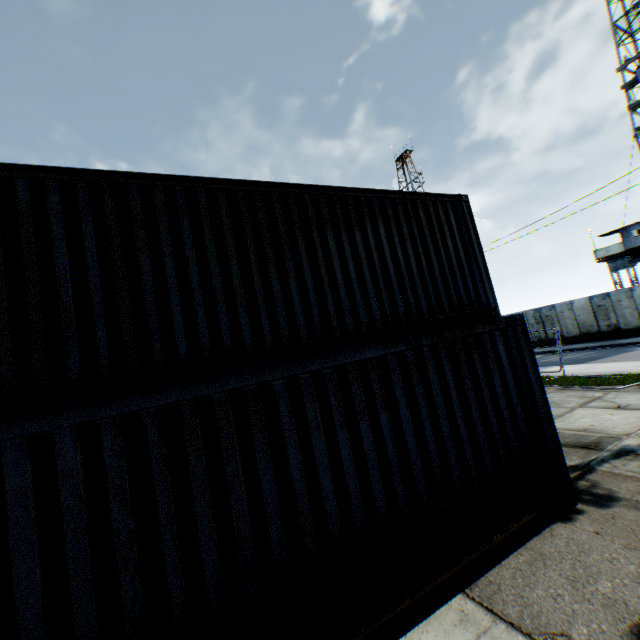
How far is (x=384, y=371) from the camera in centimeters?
394cm

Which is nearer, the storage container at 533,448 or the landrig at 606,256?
the storage container at 533,448

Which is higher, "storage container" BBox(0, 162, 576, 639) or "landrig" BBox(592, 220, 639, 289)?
"landrig" BBox(592, 220, 639, 289)

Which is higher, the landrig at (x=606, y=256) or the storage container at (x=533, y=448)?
the landrig at (x=606, y=256)

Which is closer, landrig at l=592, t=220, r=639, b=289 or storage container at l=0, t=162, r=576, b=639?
storage container at l=0, t=162, r=576, b=639
